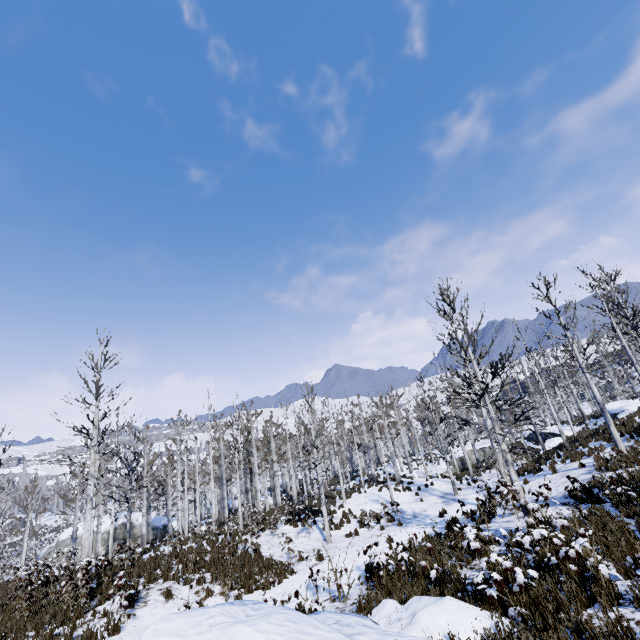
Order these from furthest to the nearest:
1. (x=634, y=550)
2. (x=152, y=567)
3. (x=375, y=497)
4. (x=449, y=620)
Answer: (x=375, y=497) → (x=152, y=567) → (x=634, y=550) → (x=449, y=620)

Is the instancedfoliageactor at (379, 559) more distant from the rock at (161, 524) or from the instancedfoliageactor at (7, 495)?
the rock at (161, 524)

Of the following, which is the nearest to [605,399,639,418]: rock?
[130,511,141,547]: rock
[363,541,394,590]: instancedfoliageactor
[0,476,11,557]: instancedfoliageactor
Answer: Answer: [363,541,394,590]: instancedfoliageactor

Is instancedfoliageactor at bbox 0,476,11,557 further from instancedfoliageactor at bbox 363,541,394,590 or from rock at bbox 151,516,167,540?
instancedfoliageactor at bbox 363,541,394,590

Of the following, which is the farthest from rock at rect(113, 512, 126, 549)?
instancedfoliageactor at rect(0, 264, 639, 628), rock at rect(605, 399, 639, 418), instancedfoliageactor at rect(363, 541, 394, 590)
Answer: Answer: rock at rect(605, 399, 639, 418)

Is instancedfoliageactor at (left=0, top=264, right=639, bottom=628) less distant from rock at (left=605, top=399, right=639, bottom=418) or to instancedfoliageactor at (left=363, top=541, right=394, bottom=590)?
rock at (left=605, top=399, right=639, bottom=418)

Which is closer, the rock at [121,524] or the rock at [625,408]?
the rock at [625,408]

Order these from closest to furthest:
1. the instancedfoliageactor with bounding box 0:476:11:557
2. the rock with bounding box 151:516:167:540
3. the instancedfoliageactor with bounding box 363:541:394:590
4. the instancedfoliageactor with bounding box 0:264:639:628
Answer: the instancedfoliageactor with bounding box 363:541:394:590
the instancedfoliageactor with bounding box 0:264:639:628
the instancedfoliageactor with bounding box 0:476:11:557
the rock with bounding box 151:516:167:540
